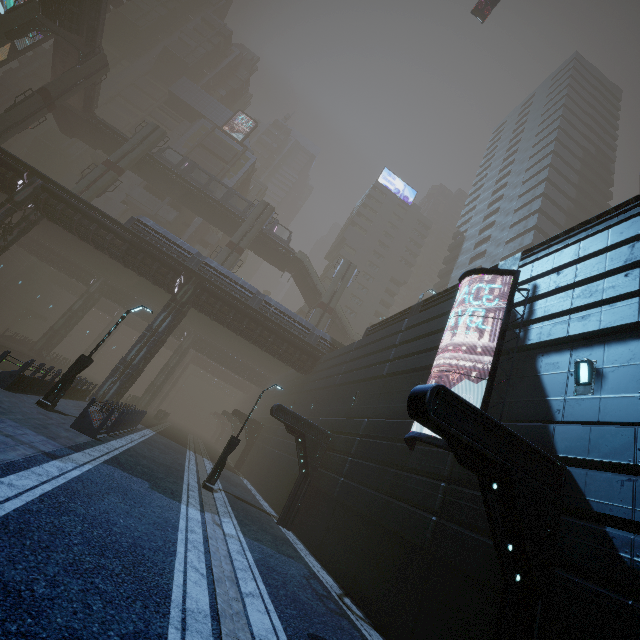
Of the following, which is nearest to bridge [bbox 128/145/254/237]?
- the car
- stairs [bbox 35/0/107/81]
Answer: stairs [bbox 35/0/107/81]

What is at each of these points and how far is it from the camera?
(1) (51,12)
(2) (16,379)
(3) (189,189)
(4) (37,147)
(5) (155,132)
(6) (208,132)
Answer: (1) bridge, 31.9m
(2) building, 13.0m
(3) bridge, 42.8m
(4) building, 57.0m
(5) sm, 40.5m
(6) building, 59.3m

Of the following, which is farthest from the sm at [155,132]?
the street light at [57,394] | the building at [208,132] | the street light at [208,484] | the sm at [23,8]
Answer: the street light at [208,484]

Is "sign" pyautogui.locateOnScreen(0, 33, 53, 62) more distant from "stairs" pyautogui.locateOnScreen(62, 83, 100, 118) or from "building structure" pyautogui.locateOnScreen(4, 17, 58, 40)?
"stairs" pyautogui.locateOnScreen(62, 83, 100, 118)

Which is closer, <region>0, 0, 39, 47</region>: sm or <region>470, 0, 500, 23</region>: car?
<region>470, 0, 500, 23</region>: car

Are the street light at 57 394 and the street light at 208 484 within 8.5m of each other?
yes

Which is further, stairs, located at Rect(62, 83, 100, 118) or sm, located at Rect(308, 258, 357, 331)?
sm, located at Rect(308, 258, 357, 331)

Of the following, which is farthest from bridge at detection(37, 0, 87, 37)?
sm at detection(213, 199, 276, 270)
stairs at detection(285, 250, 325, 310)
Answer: stairs at detection(285, 250, 325, 310)
